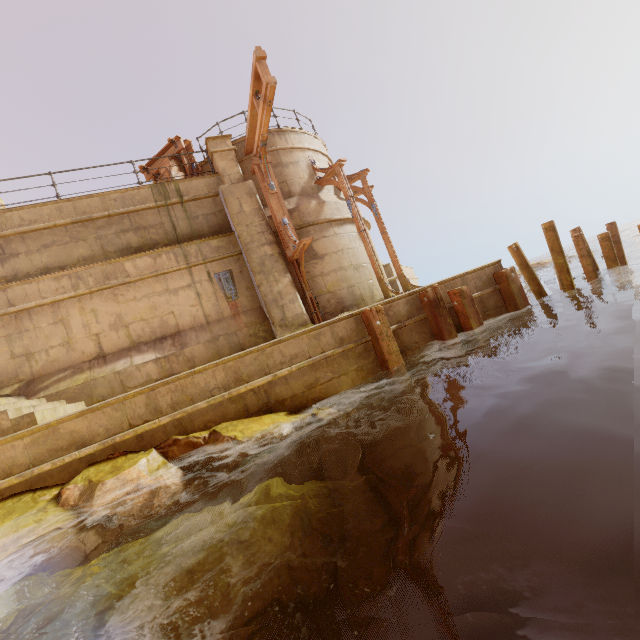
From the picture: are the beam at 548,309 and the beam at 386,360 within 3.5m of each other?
no

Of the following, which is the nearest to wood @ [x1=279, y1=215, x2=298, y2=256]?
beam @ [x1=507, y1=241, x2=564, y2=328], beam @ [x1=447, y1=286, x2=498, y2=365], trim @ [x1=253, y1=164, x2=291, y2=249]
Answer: trim @ [x1=253, y1=164, x2=291, y2=249]

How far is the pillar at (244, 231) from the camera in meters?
9.5 m

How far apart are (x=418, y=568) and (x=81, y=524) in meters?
5.2

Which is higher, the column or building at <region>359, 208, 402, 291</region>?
the column

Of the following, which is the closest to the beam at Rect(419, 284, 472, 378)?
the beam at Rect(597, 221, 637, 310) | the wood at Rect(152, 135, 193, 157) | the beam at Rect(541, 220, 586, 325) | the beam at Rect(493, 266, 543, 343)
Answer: the beam at Rect(493, 266, 543, 343)

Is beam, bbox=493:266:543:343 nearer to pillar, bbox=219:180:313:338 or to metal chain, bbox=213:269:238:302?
pillar, bbox=219:180:313:338

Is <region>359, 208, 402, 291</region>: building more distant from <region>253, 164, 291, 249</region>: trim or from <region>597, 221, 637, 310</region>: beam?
<region>597, 221, 637, 310</region>: beam
